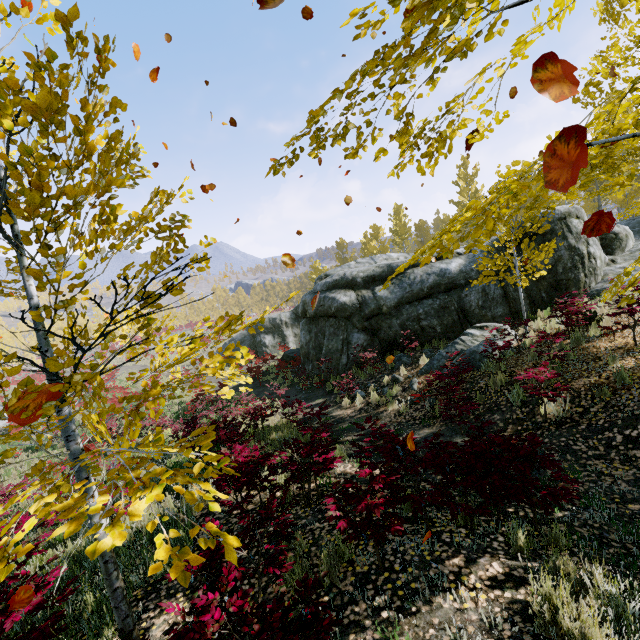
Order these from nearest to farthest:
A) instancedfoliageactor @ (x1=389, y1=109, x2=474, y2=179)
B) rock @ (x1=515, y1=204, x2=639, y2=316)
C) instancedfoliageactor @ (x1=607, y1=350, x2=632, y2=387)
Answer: instancedfoliageactor @ (x1=389, y1=109, x2=474, y2=179), instancedfoliageactor @ (x1=607, y1=350, x2=632, y2=387), rock @ (x1=515, y1=204, x2=639, y2=316)

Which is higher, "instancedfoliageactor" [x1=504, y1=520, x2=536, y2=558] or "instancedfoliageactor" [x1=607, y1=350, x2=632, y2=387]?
"instancedfoliageactor" [x1=607, y1=350, x2=632, y2=387]

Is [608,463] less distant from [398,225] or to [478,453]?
[478,453]

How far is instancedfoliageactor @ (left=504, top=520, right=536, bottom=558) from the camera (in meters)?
3.57

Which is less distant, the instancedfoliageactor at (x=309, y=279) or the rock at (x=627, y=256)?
the rock at (x=627, y=256)

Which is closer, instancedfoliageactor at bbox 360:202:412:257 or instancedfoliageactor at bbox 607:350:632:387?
instancedfoliageactor at bbox 607:350:632:387

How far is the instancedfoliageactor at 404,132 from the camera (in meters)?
2.64

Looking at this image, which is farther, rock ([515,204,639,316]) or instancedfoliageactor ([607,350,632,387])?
rock ([515,204,639,316])
